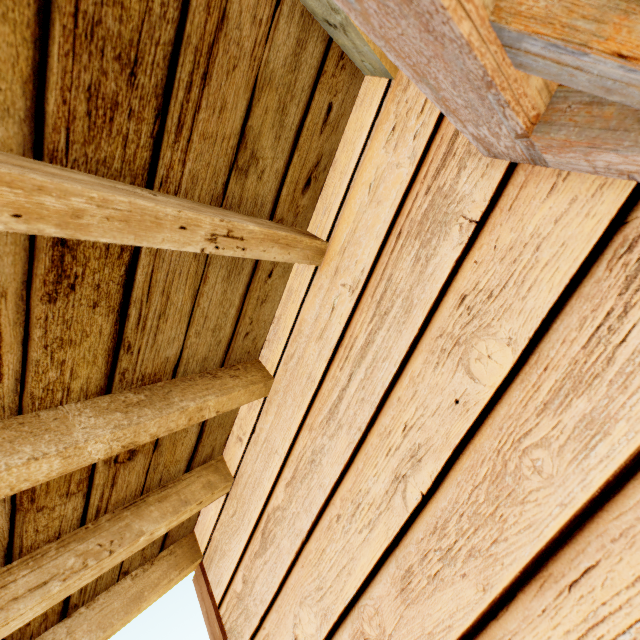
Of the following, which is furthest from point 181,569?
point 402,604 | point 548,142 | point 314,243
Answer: point 548,142
